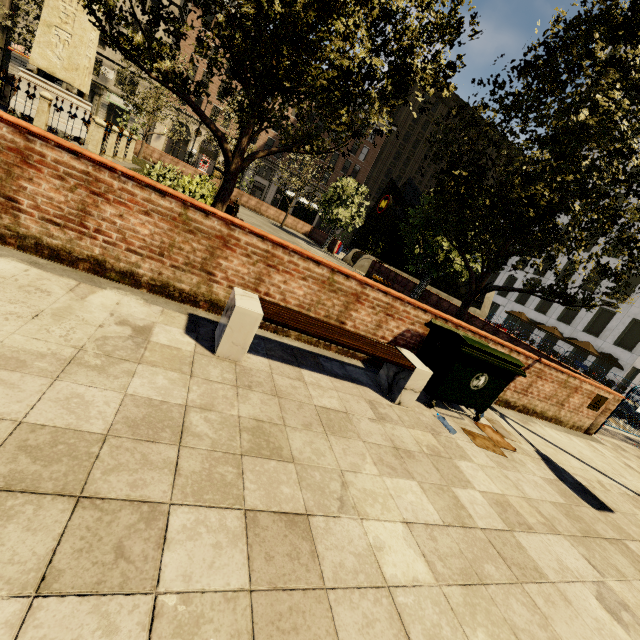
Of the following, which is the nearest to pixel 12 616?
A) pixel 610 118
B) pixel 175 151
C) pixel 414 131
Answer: pixel 610 118

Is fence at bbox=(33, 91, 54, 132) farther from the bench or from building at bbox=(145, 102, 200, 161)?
building at bbox=(145, 102, 200, 161)

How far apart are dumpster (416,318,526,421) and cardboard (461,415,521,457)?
0.1 meters

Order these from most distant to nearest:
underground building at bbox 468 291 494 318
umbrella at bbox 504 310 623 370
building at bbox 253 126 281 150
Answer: building at bbox 253 126 281 150, umbrella at bbox 504 310 623 370, underground building at bbox 468 291 494 318

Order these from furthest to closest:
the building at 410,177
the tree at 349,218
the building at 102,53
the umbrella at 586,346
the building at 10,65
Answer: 1. the building at 410,177
2. the building at 102,53
3. the building at 10,65
4. the umbrella at 586,346
5. the tree at 349,218

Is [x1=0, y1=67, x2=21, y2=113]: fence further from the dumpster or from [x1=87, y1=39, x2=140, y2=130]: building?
[x1=87, y1=39, x2=140, y2=130]: building

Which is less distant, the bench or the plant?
the bench

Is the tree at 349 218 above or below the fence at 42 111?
above
